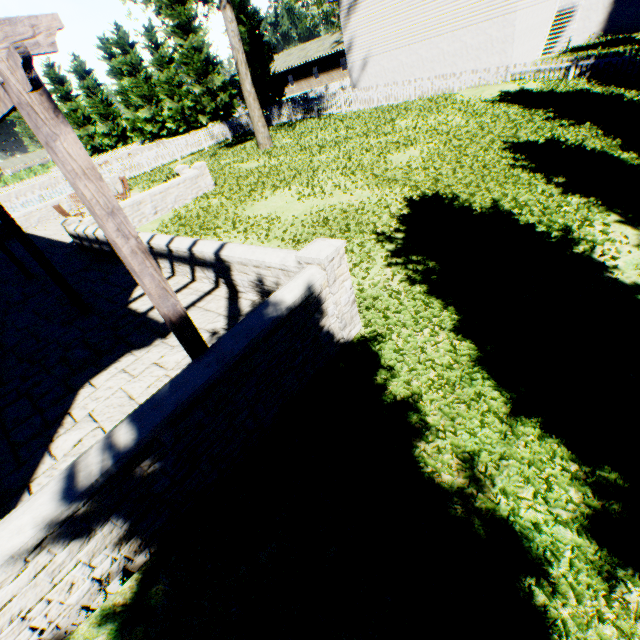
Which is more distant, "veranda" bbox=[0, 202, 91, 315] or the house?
the house

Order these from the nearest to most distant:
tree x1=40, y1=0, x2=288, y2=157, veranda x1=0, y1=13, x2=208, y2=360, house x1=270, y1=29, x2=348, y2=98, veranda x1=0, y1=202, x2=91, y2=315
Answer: veranda x1=0, y1=13, x2=208, y2=360 → veranda x1=0, y1=202, x2=91, y2=315 → tree x1=40, y1=0, x2=288, y2=157 → house x1=270, y1=29, x2=348, y2=98

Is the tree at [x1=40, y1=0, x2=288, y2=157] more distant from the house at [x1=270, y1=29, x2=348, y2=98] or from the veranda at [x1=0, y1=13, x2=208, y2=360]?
the veranda at [x1=0, y1=13, x2=208, y2=360]

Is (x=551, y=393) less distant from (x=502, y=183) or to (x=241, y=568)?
(x=241, y=568)

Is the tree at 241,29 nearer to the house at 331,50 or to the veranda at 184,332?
the house at 331,50

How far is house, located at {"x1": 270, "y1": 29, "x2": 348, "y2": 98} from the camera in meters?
44.0 m
